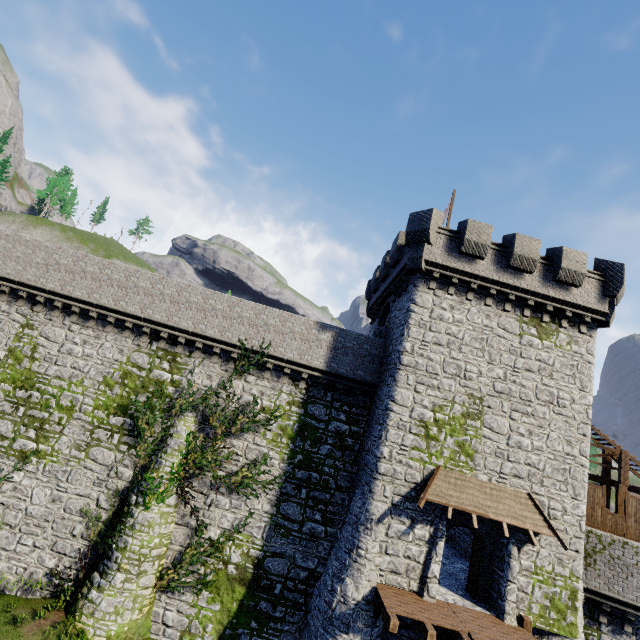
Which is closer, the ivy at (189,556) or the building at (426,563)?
the building at (426,563)

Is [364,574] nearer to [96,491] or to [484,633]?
[484,633]

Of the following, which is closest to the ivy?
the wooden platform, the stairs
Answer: the wooden platform

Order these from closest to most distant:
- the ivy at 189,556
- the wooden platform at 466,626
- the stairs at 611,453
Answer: the wooden platform at 466,626
the ivy at 189,556
the stairs at 611,453

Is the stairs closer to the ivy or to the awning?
the awning

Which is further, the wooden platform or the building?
the building

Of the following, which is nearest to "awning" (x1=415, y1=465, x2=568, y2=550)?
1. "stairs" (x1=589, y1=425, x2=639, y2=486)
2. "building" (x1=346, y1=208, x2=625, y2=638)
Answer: "building" (x1=346, y1=208, x2=625, y2=638)

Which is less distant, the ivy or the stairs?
the ivy
